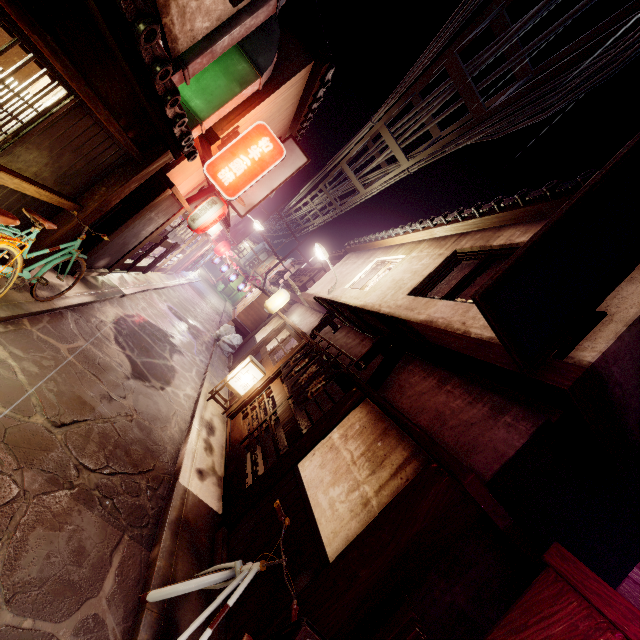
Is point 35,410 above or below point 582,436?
below

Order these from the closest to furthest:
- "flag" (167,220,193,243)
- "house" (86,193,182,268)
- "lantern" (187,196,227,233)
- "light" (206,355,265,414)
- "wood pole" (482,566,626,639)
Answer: "wood pole" (482,566,626,639), "house" (86,193,182,268), "light" (206,355,265,414), "lantern" (187,196,227,233), "flag" (167,220,193,243)

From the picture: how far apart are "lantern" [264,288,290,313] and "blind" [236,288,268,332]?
3.1m

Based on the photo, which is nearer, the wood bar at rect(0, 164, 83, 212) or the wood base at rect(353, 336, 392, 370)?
the wood bar at rect(0, 164, 83, 212)

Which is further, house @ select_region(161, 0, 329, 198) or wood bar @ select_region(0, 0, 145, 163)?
house @ select_region(161, 0, 329, 198)

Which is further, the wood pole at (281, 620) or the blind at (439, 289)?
the blind at (439, 289)

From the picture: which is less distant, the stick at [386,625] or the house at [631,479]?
the stick at [386,625]

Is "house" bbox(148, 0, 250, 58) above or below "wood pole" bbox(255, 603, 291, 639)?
above
